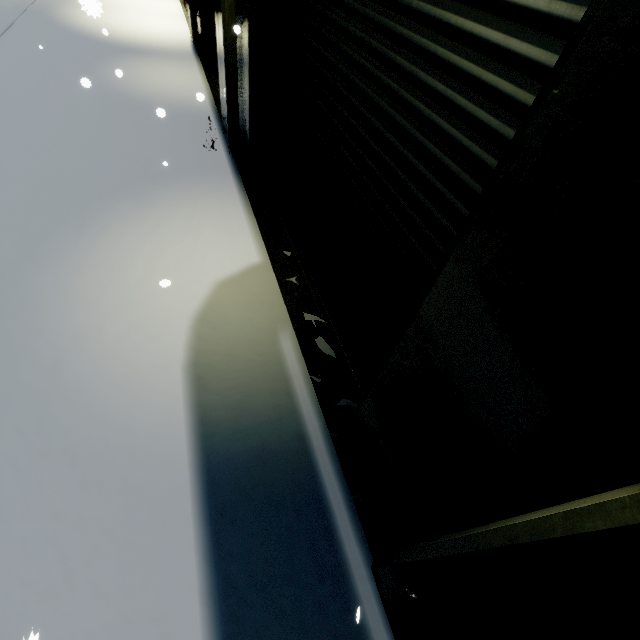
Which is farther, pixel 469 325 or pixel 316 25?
pixel 316 25

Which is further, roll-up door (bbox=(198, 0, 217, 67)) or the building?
roll-up door (bbox=(198, 0, 217, 67))

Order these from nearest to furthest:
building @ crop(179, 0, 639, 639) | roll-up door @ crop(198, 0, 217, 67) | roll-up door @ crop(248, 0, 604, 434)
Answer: building @ crop(179, 0, 639, 639) → roll-up door @ crop(248, 0, 604, 434) → roll-up door @ crop(198, 0, 217, 67)

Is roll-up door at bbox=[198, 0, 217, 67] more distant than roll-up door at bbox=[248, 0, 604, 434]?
Yes

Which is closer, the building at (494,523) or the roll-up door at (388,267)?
the building at (494,523)

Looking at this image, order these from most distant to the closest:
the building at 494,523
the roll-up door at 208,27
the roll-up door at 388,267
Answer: the roll-up door at 208,27
the roll-up door at 388,267
the building at 494,523
